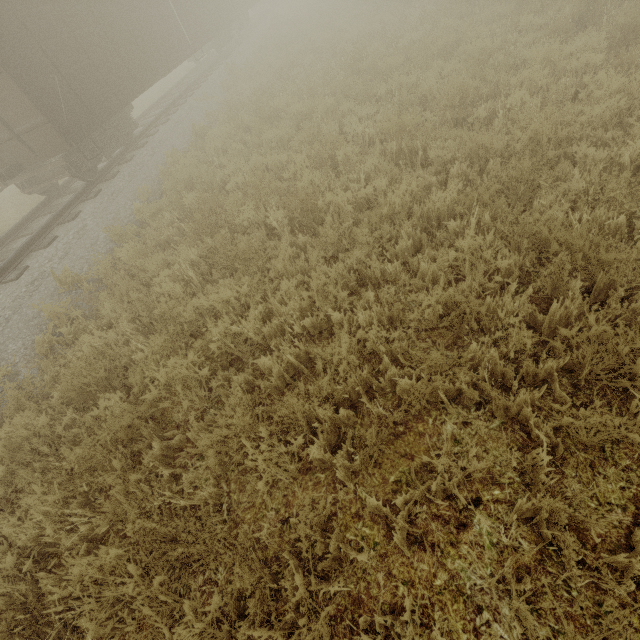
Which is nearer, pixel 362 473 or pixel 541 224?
pixel 362 473
